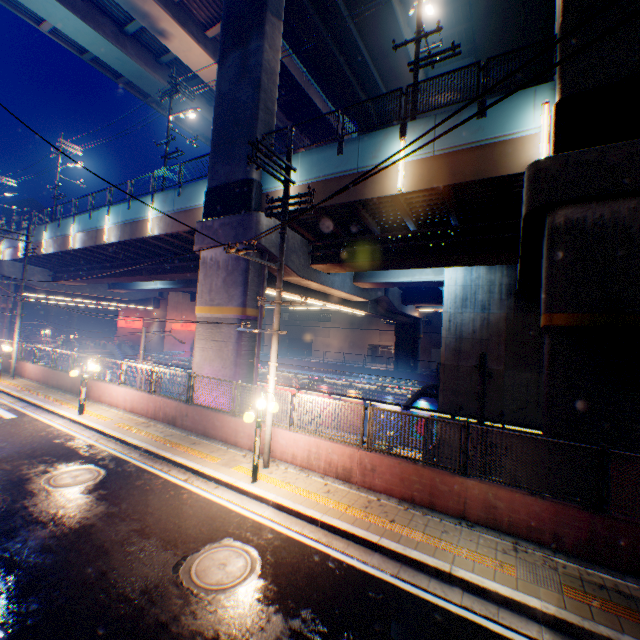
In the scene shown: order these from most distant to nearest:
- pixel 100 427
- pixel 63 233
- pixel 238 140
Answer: pixel 63 233 → pixel 238 140 → pixel 100 427

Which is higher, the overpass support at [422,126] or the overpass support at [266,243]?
the overpass support at [422,126]

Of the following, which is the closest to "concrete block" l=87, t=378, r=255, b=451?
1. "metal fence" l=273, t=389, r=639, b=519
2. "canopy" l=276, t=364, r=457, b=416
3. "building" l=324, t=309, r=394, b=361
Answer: "metal fence" l=273, t=389, r=639, b=519

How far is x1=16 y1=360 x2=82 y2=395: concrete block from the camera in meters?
17.5 m

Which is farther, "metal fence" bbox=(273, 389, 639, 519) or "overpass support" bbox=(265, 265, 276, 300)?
"overpass support" bbox=(265, 265, 276, 300)

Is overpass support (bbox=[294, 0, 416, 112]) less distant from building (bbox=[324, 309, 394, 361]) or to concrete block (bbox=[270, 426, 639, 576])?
concrete block (bbox=[270, 426, 639, 576])

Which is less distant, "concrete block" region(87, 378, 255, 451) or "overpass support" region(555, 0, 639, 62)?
"overpass support" region(555, 0, 639, 62)

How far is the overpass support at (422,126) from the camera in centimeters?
1078cm
